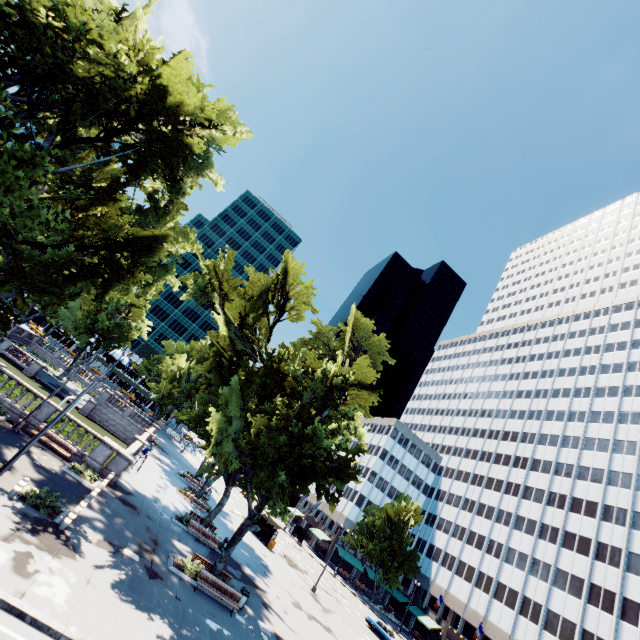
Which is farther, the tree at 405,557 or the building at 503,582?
the tree at 405,557

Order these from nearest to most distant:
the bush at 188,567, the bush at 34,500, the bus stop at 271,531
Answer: the bush at 34,500
the bush at 188,567
the bus stop at 271,531

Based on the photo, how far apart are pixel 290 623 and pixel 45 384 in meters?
47.1 m

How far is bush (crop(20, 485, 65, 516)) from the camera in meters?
14.6

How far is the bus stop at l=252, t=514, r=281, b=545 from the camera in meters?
40.6 m

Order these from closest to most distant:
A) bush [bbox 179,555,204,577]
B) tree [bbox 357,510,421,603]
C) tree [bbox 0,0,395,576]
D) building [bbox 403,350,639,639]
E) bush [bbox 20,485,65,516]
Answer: tree [bbox 0,0,395,576]
bush [bbox 20,485,65,516]
bush [bbox 179,555,204,577]
building [bbox 403,350,639,639]
tree [bbox 357,510,421,603]

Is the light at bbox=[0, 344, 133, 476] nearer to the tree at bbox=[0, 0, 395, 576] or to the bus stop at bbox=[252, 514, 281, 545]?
the tree at bbox=[0, 0, 395, 576]

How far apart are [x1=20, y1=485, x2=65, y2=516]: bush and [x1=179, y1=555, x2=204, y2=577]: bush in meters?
7.0
